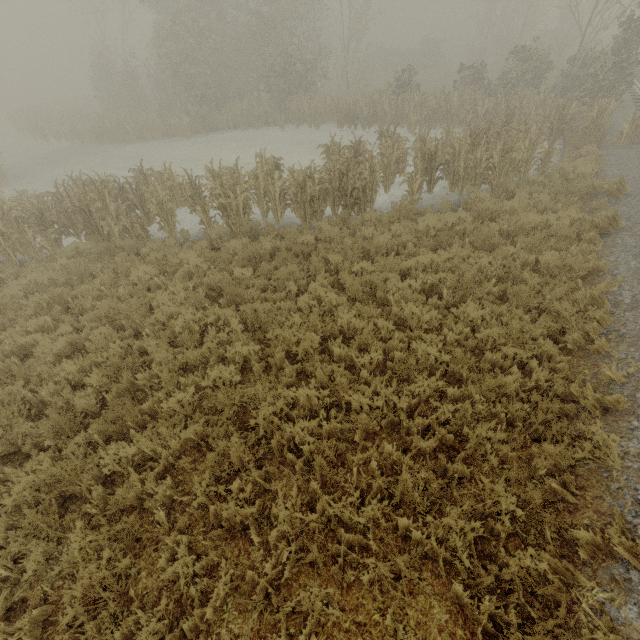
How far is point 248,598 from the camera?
3.6 meters
